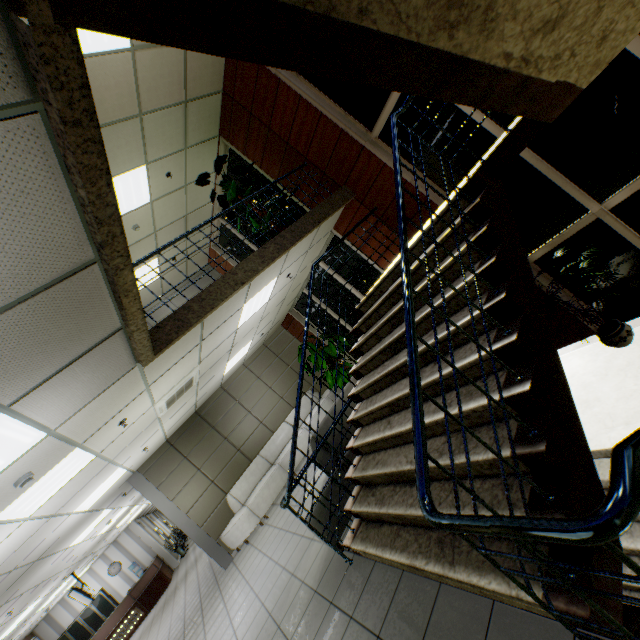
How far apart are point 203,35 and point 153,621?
16.1 meters

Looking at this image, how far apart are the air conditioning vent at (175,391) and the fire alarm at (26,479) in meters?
2.0

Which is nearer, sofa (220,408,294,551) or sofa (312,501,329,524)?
sofa (312,501,329,524)

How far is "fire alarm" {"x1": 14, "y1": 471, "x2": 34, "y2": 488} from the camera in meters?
3.3

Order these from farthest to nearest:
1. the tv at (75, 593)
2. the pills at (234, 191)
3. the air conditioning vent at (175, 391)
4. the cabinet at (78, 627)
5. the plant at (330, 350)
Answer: the cabinet at (78, 627) → the tv at (75, 593) → the plant at (330, 350) → the pills at (234, 191) → the air conditioning vent at (175, 391)

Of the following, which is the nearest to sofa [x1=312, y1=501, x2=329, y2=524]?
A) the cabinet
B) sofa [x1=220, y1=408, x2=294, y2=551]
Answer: sofa [x1=220, y1=408, x2=294, y2=551]

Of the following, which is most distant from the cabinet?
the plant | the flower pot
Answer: the flower pot

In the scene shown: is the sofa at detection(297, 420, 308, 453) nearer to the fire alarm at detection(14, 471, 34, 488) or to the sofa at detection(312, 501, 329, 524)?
the sofa at detection(312, 501, 329, 524)
